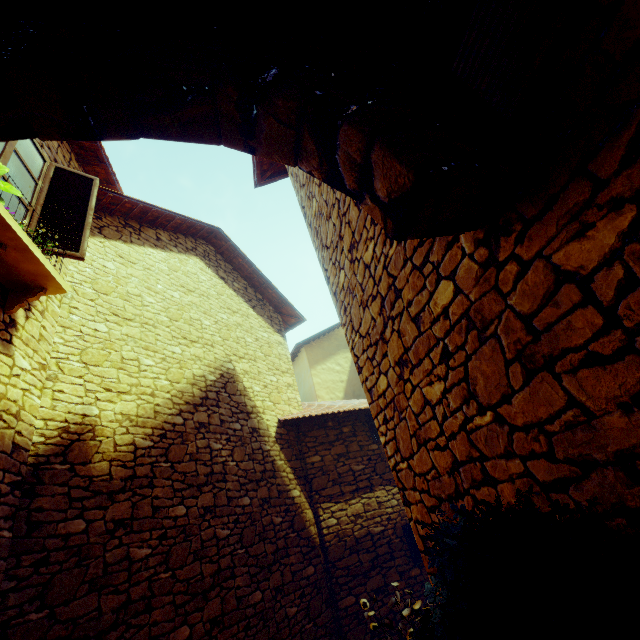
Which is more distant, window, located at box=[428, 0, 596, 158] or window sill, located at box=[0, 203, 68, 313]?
window sill, located at box=[0, 203, 68, 313]

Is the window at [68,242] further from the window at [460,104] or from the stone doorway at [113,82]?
the window at [460,104]

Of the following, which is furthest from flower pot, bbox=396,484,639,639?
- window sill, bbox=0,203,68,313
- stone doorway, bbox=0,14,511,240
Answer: window sill, bbox=0,203,68,313

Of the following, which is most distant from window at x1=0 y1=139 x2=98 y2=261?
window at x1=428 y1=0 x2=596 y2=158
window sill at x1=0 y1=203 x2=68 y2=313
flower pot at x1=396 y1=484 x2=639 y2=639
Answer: flower pot at x1=396 y1=484 x2=639 y2=639

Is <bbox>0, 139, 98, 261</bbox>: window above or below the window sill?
above

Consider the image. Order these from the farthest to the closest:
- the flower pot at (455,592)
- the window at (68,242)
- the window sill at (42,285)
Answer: the window at (68,242), the window sill at (42,285), the flower pot at (455,592)

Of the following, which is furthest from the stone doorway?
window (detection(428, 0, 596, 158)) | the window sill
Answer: the window sill

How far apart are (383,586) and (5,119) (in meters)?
8.12
